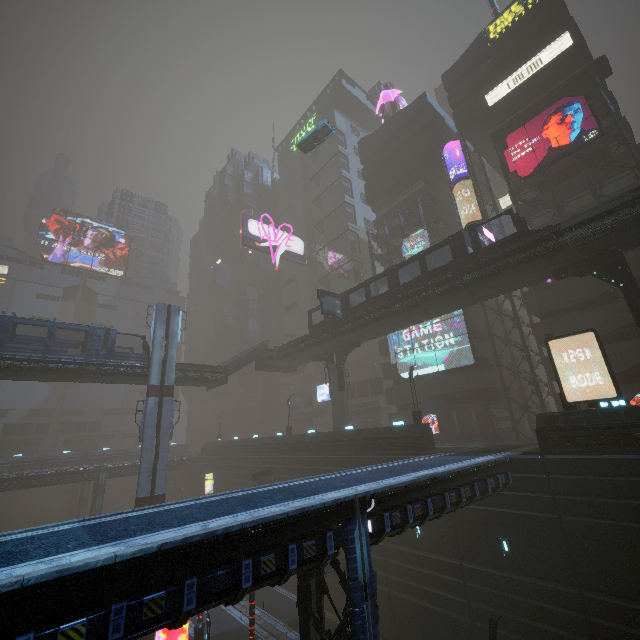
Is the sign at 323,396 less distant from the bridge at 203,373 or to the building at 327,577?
the building at 327,577

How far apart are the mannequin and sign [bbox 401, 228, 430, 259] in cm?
2245

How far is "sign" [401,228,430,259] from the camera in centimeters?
3603cm

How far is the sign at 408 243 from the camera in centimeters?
3603cm

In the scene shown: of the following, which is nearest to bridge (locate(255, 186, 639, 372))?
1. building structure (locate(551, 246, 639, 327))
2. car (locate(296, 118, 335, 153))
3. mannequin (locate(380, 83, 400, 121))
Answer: building structure (locate(551, 246, 639, 327))

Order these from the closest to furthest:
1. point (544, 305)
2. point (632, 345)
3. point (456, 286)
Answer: point (632, 345) → point (456, 286) → point (544, 305)

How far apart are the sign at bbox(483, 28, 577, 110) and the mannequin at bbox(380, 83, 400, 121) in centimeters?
1564cm

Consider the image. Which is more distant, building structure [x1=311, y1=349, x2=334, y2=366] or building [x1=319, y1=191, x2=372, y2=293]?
building [x1=319, y1=191, x2=372, y2=293]
